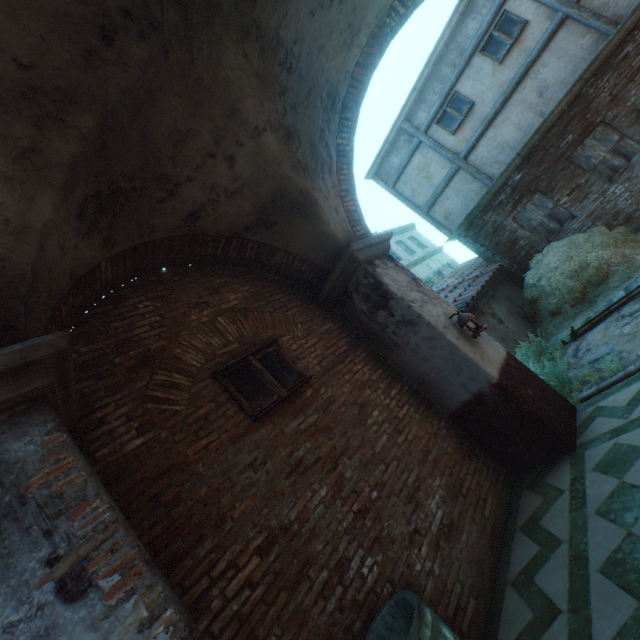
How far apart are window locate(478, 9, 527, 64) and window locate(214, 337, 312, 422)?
10.6m

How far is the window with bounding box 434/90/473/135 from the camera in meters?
10.0 m

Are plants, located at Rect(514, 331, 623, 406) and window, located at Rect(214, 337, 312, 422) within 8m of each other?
yes

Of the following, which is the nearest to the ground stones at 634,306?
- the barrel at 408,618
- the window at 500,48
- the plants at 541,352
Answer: the plants at 541,352

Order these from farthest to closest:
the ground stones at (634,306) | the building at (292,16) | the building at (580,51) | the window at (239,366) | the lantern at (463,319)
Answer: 1. the building at (580,51)
2. the ground stones at (634,306)
3. the lantern at (463,319)
4. the window at (239,366)
5. the building at (292,16)

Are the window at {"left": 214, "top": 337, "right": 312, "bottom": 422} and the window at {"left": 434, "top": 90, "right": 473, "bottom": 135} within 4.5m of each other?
no

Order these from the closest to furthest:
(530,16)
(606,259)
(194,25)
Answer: (194,25)
(606,259)
(530,16)

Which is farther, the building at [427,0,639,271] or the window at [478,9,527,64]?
the window at [478,9,527,64]
